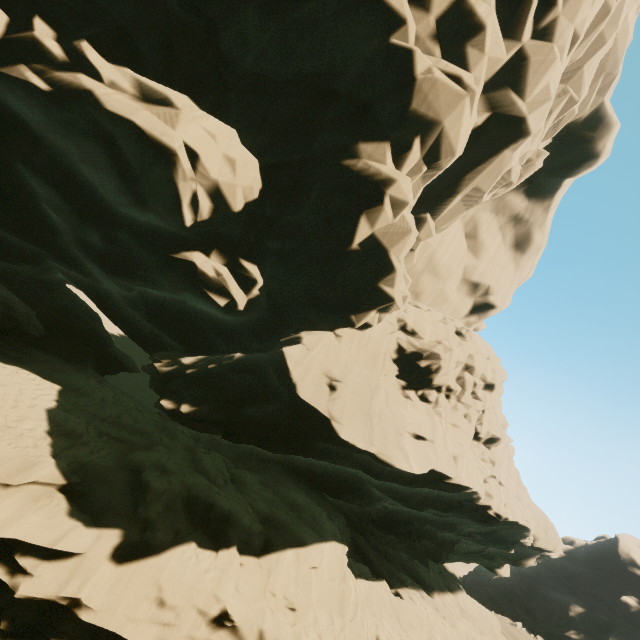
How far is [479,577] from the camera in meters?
Answer: 57.8 m
